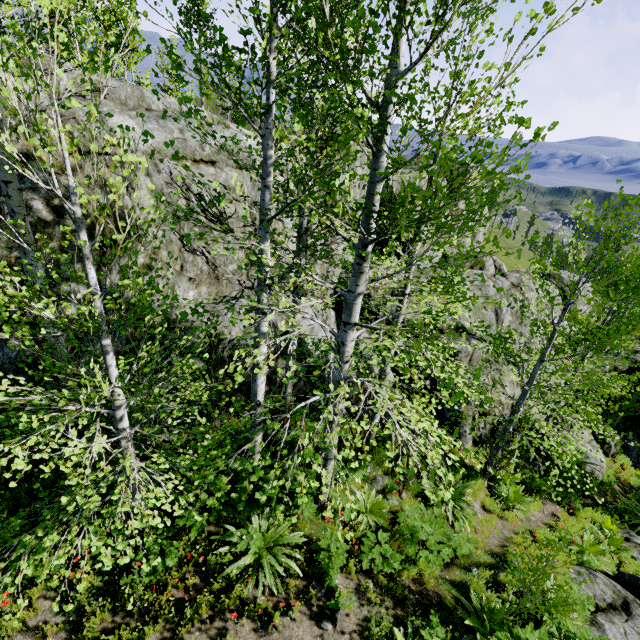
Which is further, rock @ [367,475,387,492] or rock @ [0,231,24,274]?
rock @ [367,475,387,492]

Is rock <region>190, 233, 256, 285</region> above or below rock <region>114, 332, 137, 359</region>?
above

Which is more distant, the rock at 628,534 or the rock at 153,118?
the rock at 628,534

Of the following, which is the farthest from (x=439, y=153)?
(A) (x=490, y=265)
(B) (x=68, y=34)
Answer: (B) (x=68, y=34)

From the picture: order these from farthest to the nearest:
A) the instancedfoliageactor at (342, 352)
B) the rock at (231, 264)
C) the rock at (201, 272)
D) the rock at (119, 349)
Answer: the rock at (231, 264) → the rock at (201, 272) → the rock at (119, 349) → the instancedfoliageactor at (342, 352)

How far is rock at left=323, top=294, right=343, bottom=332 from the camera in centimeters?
1071cm

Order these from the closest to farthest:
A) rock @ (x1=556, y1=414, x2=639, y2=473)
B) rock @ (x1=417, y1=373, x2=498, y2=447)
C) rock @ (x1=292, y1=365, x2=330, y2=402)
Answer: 1. rock @ (x1=292, y1=365, x2=330, y2=402)
2. rock @ (x1=417, y1=373, x2=498, y2=447)
3. rock @ (x1=556, y1=414, x2=639, y2=473)
